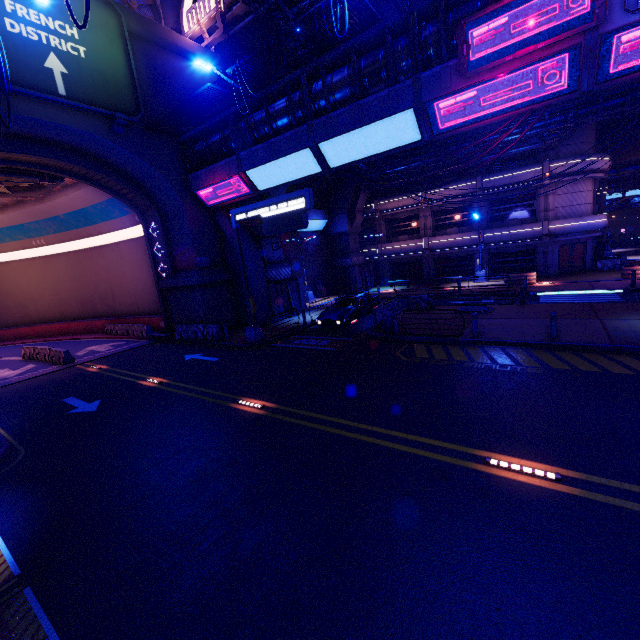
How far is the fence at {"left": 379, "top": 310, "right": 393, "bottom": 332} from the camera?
16.3 meters

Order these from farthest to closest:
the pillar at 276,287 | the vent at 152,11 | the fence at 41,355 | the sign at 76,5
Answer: the pillar at 276,287, the vent at 152,11, the fence at 41,355, the sign at 76,5

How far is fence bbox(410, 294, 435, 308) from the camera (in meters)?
20.84

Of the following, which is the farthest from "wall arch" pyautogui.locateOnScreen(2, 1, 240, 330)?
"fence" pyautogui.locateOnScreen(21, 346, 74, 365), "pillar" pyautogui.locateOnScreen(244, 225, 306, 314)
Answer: "fence" pyautogui.locateOnScreen(21, 346, 74, 365)

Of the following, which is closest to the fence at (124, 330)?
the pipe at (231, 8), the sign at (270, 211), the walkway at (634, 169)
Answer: the sign at (270, 211)

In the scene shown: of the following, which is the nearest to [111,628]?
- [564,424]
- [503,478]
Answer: [503,478]

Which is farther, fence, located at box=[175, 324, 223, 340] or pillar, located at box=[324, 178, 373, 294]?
pillar, located at box=[324, 178, 373, 294]

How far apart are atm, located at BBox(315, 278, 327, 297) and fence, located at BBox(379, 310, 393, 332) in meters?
15.8
